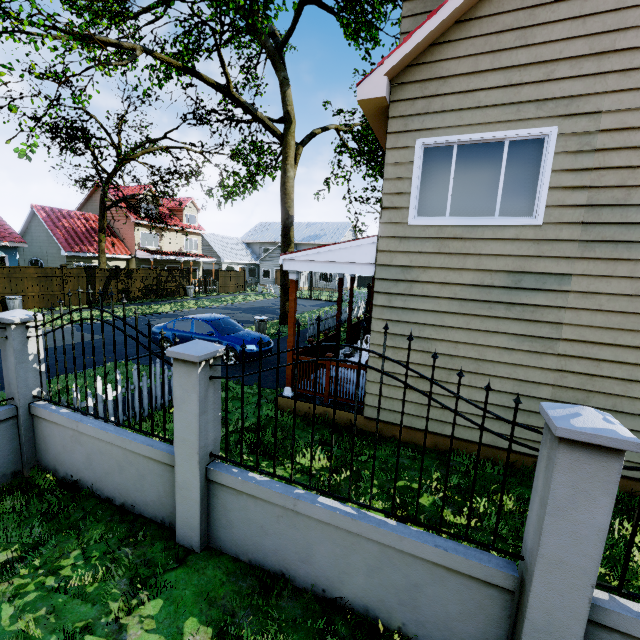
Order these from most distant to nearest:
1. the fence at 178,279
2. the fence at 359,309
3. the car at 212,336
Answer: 1. the fence at 178,279
2. the fence at 359,309
3. the car at 212,336

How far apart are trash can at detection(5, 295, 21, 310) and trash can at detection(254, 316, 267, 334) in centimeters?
1288cm

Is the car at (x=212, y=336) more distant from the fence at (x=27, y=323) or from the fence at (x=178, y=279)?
the fence at (x=178, y=279)

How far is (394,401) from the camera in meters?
6.2

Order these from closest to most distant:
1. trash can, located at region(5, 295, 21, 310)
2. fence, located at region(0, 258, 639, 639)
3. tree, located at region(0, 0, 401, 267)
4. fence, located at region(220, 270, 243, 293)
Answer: fence, located at region(0, 258, 639, 639), tree, located at region(0, 0, 401, 267), trash can, located at region(5, 295, 21, 310), fence, located at region(220, 270, 243, 293)

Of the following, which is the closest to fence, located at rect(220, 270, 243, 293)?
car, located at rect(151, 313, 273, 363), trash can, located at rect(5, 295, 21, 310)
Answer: trash can, located at rect(5, 295, 21, 310)

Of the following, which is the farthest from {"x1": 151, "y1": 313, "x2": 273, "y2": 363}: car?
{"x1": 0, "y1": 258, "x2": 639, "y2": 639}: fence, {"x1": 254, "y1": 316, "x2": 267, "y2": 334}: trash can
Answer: {"x1": 254, "y1": 316, "x2": 267, "y2": 334}: trash can

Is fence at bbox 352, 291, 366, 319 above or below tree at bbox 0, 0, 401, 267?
below
